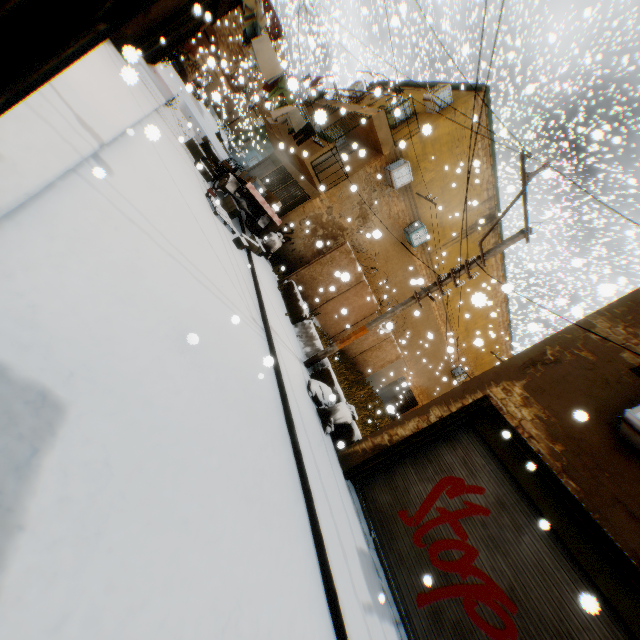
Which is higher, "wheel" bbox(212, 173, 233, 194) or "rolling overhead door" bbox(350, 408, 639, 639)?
"rolling overhead door" bbox(350, 408, 639, 639)

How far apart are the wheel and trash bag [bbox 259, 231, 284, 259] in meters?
2.0 m

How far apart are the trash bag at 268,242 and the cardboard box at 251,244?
0.2 meters

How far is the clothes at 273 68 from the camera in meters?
10.4 m

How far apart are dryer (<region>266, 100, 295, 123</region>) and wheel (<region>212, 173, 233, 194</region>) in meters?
3.1 m

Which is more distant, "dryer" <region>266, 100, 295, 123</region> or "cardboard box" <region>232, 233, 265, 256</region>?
"dryer" <region>266, 100, 295, 123</region>

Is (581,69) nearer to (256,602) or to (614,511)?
(614,511)

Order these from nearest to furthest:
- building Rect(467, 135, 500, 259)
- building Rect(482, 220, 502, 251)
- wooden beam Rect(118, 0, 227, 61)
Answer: wooden beam Rect(118, 0, 227, 61), building Rect(467, 135, 500, 259), building Rect(482, 220, 502, 251)
